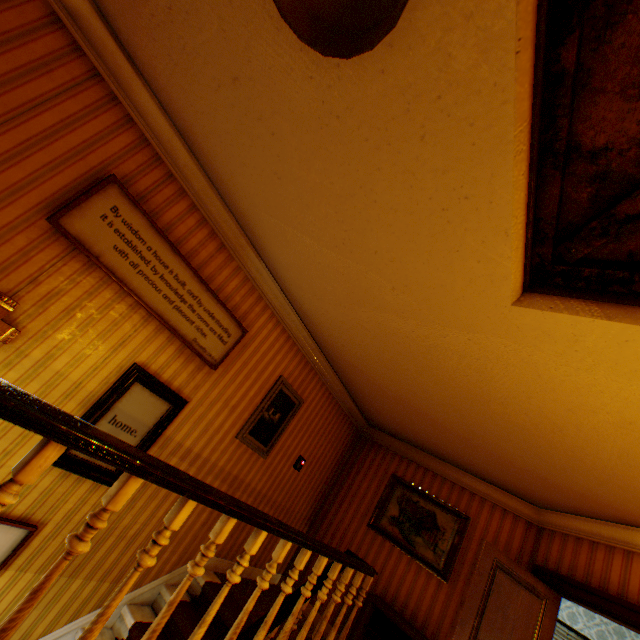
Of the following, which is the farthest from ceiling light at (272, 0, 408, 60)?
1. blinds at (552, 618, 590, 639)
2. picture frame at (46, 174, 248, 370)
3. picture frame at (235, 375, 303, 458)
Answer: blinds at (552, 618, 590, 639)

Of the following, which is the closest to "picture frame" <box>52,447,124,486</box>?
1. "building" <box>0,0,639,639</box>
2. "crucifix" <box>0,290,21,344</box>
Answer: "building" <box>0,0,639,639</box>

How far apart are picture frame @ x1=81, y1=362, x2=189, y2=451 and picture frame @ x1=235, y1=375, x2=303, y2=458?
1.0m

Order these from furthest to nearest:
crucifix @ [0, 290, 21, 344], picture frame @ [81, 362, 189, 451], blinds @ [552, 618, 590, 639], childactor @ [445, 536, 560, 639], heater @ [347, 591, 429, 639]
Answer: blinds @ [552, 618, 590, 639]
heater @ [347, 591, 429, 639]
childactor @ [445, 536, 560, 639]
picture frame @ [81, 362, 189, 451]
crucifix @ [0, 290, 21, 344]

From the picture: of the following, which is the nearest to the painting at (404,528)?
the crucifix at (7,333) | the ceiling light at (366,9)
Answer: the crucifix at (7,333)

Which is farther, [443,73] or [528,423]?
[528,423]

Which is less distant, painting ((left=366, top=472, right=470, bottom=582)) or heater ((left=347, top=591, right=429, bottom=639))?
heater ((left=347, top=591, right=429, bottom=639))

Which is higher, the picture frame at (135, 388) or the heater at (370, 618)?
the picture frame at (135, 388)
